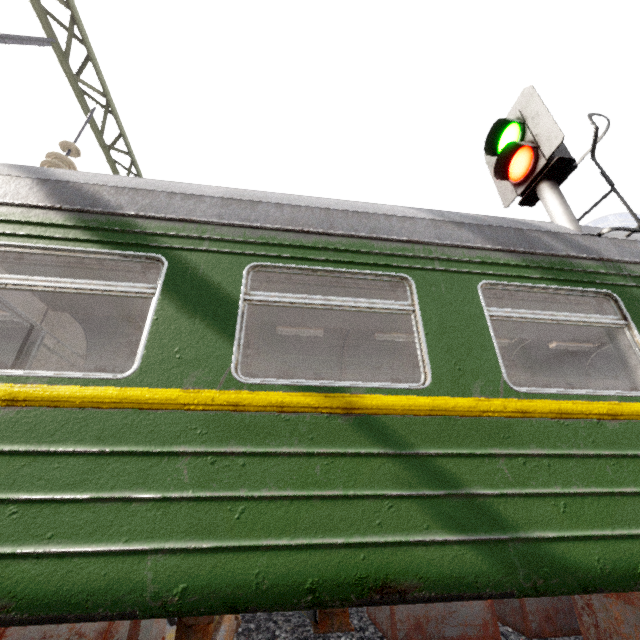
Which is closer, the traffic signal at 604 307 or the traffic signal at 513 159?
the traffic signal at 604 307

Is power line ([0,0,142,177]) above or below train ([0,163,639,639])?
above

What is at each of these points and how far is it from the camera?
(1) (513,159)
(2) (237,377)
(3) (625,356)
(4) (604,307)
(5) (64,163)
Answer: (1) traffic signal, 3.9 meters
(2) train, 2.0 meters
(3) traffic signal, 2.6 meters
(4) traffic signal, 2.8 meters
(5) power line, 5.1 meters

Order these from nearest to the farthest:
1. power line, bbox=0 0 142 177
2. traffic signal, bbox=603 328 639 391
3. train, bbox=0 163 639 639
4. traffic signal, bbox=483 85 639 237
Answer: train, bbox=0 163 639 639 → traffic signal, bbox=603 328 639 391 → traffic signal, bbox=483 85 639 237 → power line, bbox=0 0 142 177

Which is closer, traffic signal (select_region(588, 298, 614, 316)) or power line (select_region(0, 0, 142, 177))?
traffic signal (select_region(588, 298, 614, 316))

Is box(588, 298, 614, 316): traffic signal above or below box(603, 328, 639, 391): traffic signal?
above

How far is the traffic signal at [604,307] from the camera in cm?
279

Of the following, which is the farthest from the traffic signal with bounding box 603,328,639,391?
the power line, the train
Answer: the power line
